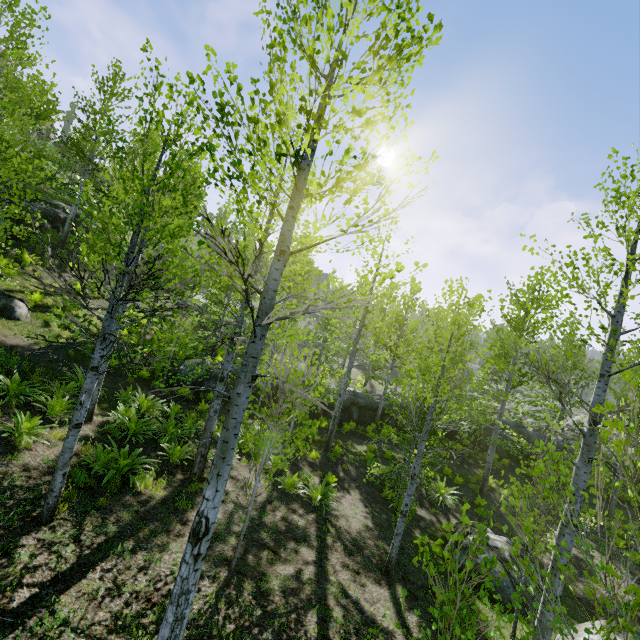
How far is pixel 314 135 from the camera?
2.7m

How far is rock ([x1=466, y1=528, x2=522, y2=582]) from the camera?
9.27m

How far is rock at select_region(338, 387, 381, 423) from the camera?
21.8m

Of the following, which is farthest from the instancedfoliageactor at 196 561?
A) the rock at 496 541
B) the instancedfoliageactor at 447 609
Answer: the rock at 496 541

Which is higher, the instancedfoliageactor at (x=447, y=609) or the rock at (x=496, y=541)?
the instancedfoliageactor at (x=447, y=609)

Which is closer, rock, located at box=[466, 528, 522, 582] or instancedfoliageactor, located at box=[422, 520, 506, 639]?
instancedfoliageactor, located at box=[422, 520, 506, 639]

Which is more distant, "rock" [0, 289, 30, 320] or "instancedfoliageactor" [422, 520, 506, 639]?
"rock" [0, 289, 30, 320]

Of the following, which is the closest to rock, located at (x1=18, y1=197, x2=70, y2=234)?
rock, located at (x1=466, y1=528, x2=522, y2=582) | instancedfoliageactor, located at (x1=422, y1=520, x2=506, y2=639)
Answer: instancedfoliageactor, located at (x1=422, y1=520, x2=506, y2=639)
